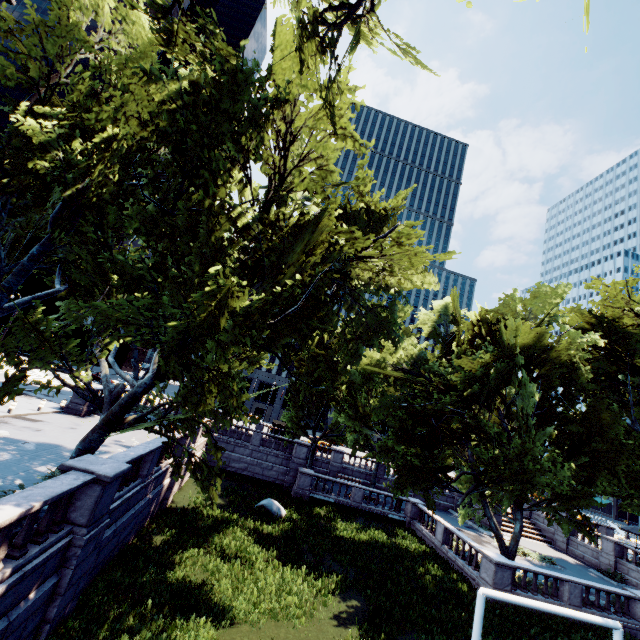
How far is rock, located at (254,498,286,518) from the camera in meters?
21.5

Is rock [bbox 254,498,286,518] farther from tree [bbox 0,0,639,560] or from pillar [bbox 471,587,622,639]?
pillar [bbox 471,587,622,639]

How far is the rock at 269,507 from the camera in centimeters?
2150cm

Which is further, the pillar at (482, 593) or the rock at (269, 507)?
the rock at (269, 507)

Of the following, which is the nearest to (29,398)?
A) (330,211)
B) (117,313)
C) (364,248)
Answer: (117,313)

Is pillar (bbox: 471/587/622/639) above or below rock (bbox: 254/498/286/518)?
above
